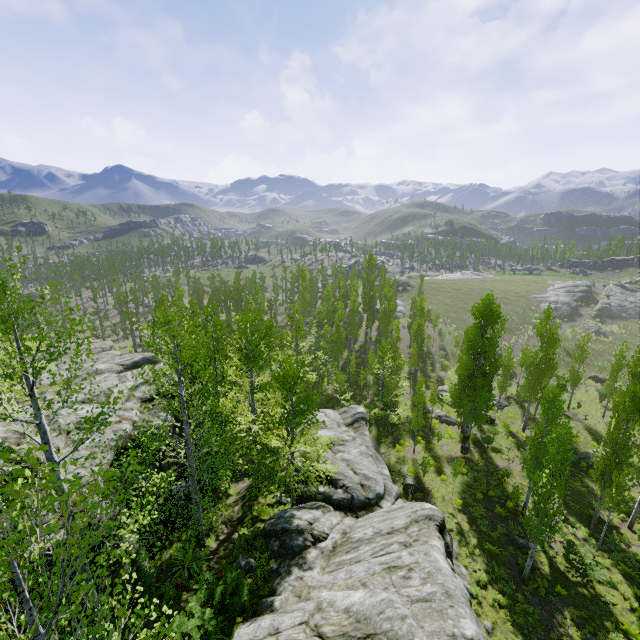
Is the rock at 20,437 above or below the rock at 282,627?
above

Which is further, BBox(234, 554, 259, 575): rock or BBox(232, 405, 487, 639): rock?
BBox(234, 554, 259, 575): rock

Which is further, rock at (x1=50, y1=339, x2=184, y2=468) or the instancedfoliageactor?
rock at (x1=50, y1=339, x2=184, y2=468)

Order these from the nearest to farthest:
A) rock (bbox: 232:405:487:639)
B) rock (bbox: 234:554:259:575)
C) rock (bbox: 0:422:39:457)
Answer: rock (bbox: 232:405:487:639) < rock (bbox: 0:422:39:457) < rock (bbox: 234:554:259:575)

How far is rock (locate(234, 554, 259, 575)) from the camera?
12.87m

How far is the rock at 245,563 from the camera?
12.87m

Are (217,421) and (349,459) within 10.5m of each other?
yes
